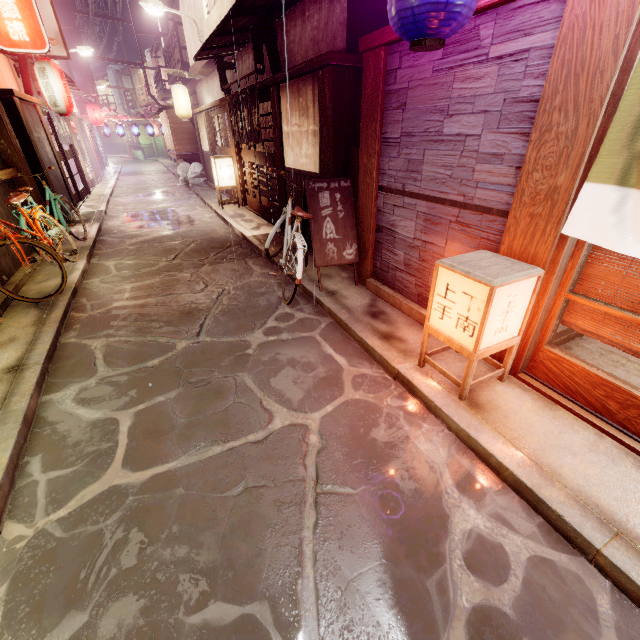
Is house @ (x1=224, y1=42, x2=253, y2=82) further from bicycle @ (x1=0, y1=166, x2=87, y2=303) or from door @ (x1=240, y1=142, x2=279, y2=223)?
bicycle @ (x1=0, y1=166, x2=87, y2=303)

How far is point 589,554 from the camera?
3.4m

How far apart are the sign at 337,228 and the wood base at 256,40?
6.39m

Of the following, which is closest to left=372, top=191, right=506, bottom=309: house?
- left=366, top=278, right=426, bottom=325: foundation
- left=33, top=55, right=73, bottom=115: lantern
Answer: left=366, top=278, right=426, bottom=325: foundation

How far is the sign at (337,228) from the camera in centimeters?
829cm

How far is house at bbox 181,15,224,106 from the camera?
19.6 meters

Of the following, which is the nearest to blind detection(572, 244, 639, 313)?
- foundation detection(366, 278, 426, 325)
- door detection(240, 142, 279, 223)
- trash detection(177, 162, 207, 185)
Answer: foundation detection(366, 278, 426, 325)

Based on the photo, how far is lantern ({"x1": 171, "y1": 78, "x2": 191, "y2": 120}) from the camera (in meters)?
21.92
